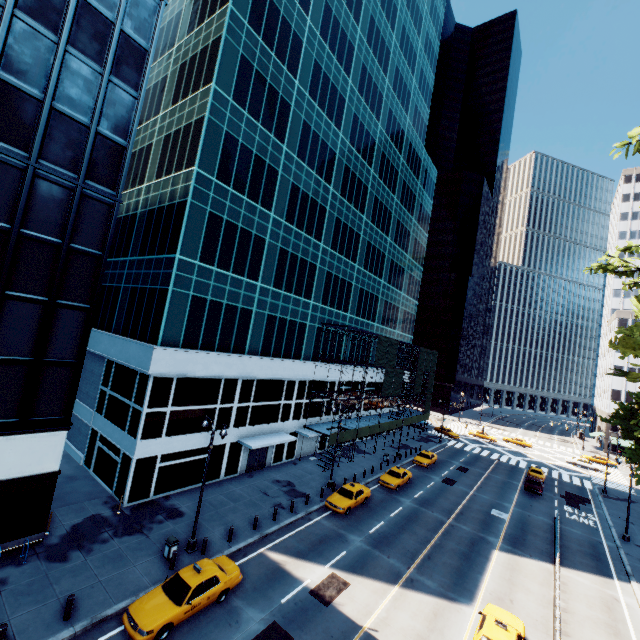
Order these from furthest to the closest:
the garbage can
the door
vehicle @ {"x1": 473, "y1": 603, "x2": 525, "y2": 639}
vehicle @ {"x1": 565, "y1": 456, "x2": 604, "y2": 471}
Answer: vehicle @ {"x1": 565, "y1": 456, "x2": 604, "y2": 471} → the door → the garbage can → vehicle @ {"x1": 473, "y1": 603, "x2": 525, "y2": 639}

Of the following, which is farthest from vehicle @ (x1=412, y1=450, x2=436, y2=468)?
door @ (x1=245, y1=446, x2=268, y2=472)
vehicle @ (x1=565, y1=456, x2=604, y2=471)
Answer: vehicle @ (x1=565, y1=456, x2=604, y2=471)

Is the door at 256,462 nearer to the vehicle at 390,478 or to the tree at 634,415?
the vehicle at 390,478

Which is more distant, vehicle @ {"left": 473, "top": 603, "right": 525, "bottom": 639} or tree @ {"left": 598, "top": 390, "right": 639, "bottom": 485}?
tree @ {"left": 598, "top": 390, "right": 639, "bottom": 485}

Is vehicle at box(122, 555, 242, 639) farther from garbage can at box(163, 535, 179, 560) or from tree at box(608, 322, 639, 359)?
tree at box(608, 322, 639, 359)

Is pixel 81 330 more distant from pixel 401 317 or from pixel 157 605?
pixel 401 317

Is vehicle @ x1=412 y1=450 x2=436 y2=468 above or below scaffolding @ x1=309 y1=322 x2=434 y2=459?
below

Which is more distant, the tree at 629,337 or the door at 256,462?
the door at 256,462
